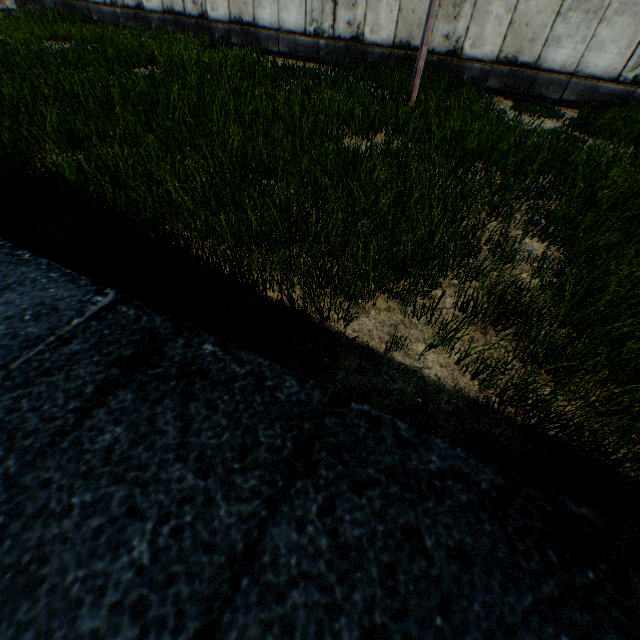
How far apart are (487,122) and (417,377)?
7.9m
